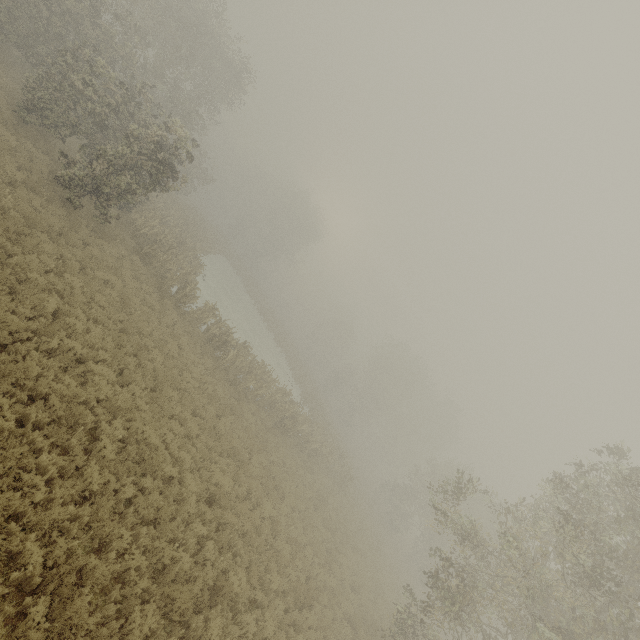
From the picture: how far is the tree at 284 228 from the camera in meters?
55.3

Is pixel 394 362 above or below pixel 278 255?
above

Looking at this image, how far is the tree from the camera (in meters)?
55.31
